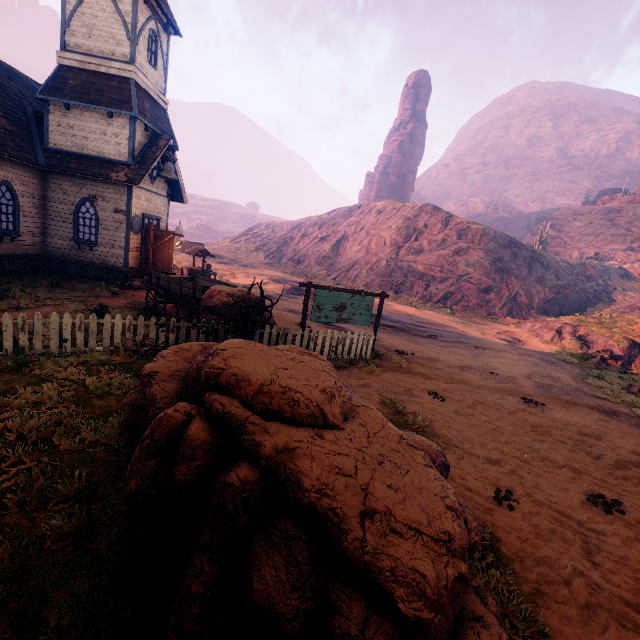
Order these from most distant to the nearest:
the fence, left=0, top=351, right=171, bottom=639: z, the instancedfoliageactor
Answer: the fence < left=0, top=351, right=171, bottom=639: z < the instancedfoliageactor

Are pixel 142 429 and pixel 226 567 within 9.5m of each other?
yes

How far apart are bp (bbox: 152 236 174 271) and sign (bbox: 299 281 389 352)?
9.9 meters

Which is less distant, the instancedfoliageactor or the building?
the instancedfoliageactor

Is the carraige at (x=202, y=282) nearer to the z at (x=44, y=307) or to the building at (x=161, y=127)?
the z at (x=44, y=307)

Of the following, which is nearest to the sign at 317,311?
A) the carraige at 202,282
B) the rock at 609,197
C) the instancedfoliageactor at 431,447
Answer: the carraige at 202,282

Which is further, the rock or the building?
the rock

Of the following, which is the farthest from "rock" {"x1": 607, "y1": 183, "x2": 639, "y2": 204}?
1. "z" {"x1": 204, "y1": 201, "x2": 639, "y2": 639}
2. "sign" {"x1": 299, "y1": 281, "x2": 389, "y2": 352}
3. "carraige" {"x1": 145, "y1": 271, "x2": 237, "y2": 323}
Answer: "carraige" {"x1": 145, "y1": 271, "x2": 237, "y2": 323}
